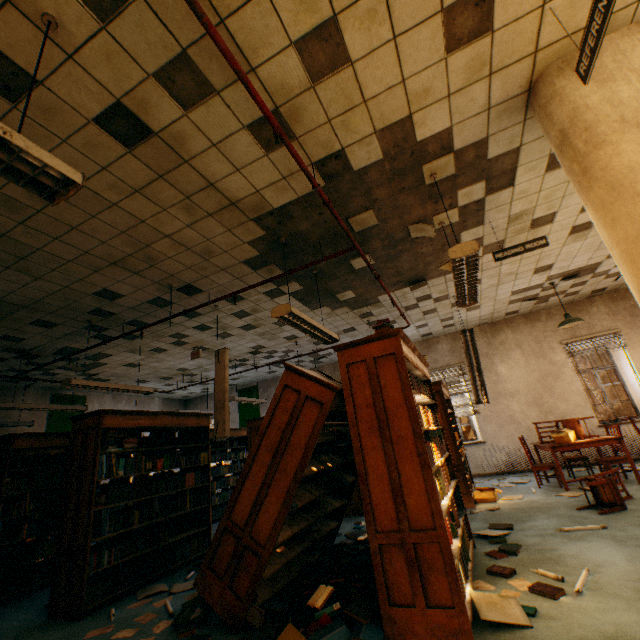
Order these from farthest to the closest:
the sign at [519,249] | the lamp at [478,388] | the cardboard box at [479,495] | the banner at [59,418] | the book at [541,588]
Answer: the banner at [59,418], the lamp at [478,388], the cardboard box at [479,495], the sign at [519,249], the book at [541,588]

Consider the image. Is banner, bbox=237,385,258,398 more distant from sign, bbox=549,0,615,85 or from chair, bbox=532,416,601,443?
sign, bbox=549,0,615,85

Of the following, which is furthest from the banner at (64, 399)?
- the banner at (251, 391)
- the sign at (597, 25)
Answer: the sign at (597, 25)

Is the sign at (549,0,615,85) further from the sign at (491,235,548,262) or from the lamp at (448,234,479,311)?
the sign at (491,235,548,262)

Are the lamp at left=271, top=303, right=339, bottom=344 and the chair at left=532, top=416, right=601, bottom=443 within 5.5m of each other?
yes

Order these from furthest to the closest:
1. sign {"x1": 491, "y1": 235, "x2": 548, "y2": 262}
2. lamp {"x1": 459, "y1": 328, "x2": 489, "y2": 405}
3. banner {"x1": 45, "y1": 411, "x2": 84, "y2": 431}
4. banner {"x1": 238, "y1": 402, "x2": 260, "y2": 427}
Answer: banner {"x1": 238, "y1": 402, "x2": 260, "y2": 427} < banner {"x1": 45, "y1": 411, "x2": 84, "y2": 431} < lamp {"x1": 459, "y1": 328, "x2": 489, "y2": 405} < sign {"x1": 491, "y1": 235, "x2": 548, "y2": 262}

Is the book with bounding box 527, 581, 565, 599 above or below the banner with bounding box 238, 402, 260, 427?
below

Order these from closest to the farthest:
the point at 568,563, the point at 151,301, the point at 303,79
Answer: the point at 303,79 < the point at 568,563 < the point at 151,301
